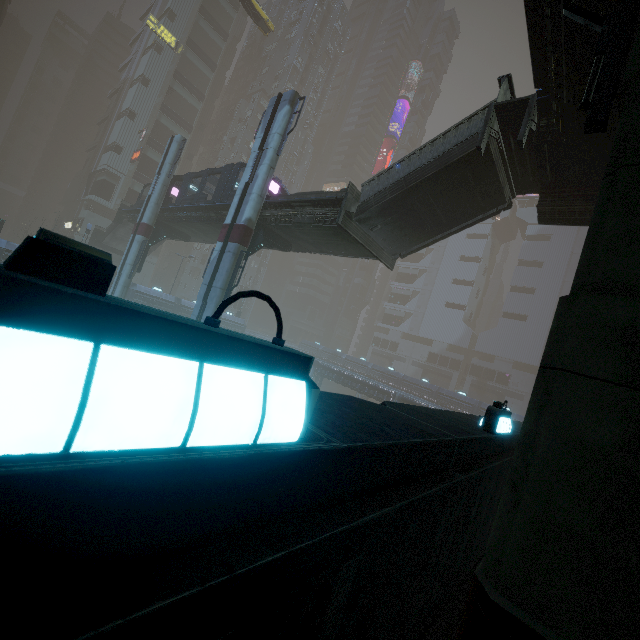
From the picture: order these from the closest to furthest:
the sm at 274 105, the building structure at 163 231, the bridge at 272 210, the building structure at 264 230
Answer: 1. the bridge at 272 210
2. the sm at 274 105
3. the building structure at 264 230
4. the building structure at 163 231

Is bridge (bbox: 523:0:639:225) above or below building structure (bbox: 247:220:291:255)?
above

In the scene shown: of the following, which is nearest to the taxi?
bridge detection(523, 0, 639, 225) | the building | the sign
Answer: the building

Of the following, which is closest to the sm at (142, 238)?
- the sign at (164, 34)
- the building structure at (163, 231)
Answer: the building structure at (163, 231)

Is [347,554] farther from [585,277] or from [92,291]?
[585,277]

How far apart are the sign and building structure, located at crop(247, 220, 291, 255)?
55.8 meters

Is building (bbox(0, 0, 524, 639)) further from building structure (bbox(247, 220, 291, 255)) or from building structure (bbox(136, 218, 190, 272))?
building structure (bbox(247, 220, 291, 255))

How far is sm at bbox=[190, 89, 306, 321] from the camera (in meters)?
16.92
